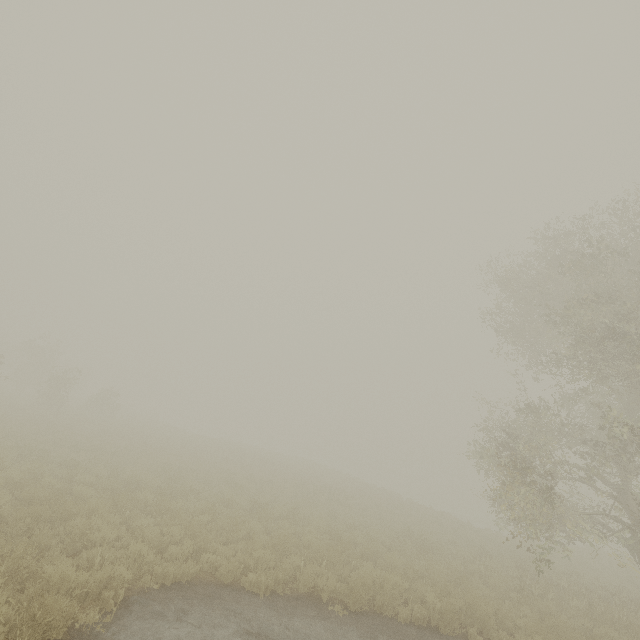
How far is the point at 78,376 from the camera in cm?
5031
